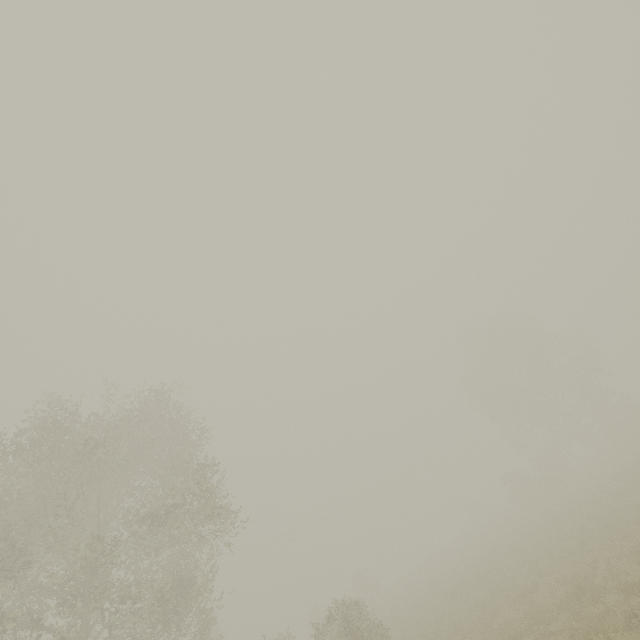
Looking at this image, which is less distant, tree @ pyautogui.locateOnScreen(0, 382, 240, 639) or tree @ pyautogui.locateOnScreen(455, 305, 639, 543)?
tree @ pyautogui.locateOnScreen(0, 382, 240, 639)

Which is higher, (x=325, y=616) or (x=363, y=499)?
(x=363, y=499)

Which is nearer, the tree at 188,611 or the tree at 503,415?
the tree at 188,611
